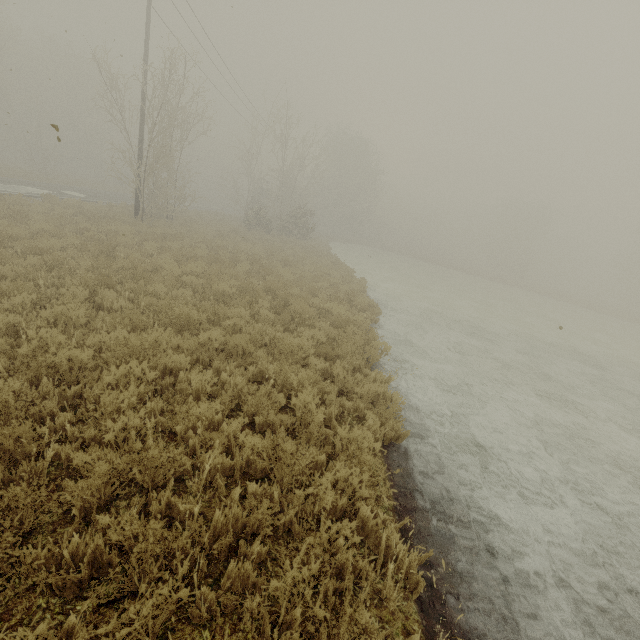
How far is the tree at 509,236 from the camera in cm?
5422

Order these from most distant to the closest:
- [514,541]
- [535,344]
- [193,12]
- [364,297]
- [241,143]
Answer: [241,143] < [193,12] < [535,344] < [364,297] < [514,541]

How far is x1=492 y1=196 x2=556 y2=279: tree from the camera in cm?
5422
